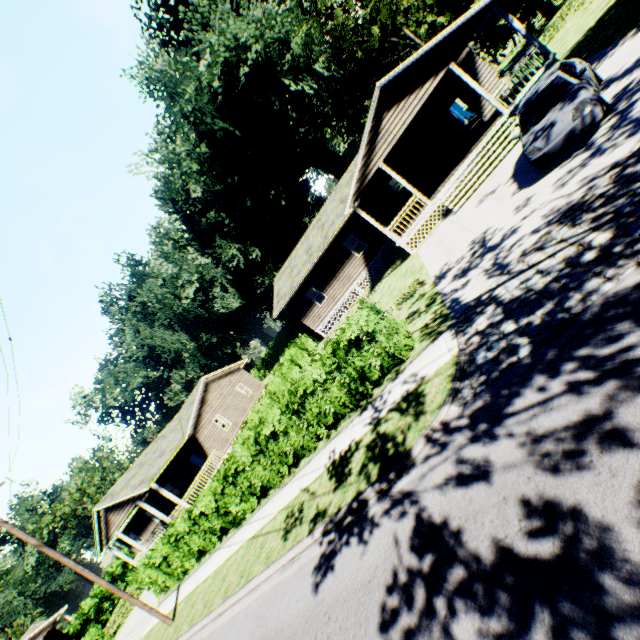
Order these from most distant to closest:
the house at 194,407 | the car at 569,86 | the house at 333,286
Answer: the house at 194,407 → the house at 333,286 → the car at 569,86

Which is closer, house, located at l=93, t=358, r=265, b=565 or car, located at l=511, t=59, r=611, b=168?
car, located at l=511, t=59, r=611, b=168

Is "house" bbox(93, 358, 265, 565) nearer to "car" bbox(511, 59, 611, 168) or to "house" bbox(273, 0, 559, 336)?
"house" bbox(273, 0, 559, 336)

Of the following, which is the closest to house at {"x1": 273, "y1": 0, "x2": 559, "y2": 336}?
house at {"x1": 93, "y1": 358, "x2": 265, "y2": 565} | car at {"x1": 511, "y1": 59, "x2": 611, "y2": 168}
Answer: car at {"x1": 511, "y1": 59, "x2": 611, "y2": 168}

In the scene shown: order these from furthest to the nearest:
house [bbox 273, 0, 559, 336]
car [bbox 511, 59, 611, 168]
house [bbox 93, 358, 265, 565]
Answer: house [bbox 93, 358, 265, 565] < house [bbox 273, 0, 559, 336] < car [bbox 511, 59, 611, 168]

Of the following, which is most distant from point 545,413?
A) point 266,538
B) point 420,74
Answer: point 420,74

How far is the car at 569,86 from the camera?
8.34m
